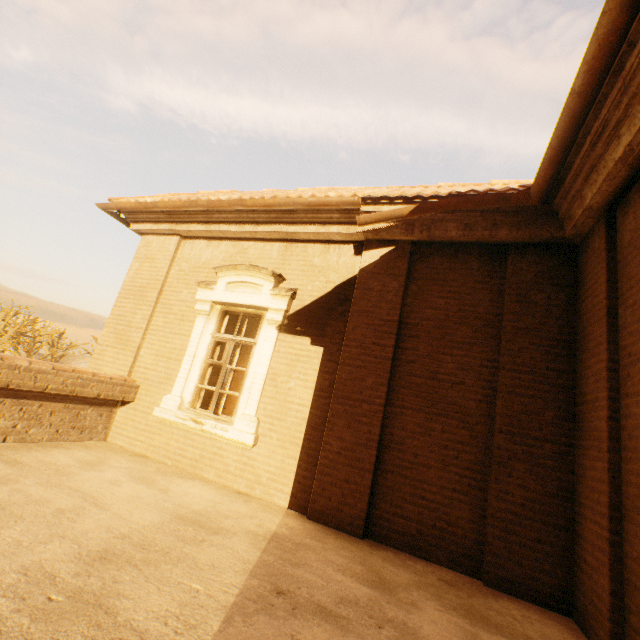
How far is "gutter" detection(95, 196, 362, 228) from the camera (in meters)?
4.90

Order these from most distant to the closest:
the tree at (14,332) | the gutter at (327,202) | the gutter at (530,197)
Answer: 1. the tree at (14,332)
2. the gutter at (327,202)
3. the gutter at (530,197)

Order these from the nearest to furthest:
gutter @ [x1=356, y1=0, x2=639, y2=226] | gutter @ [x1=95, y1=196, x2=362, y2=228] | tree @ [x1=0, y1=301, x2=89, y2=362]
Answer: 1. gutter @ [x1=356, y1=0, x2=639, y2=226]
2. gutter @ [x1=95, y1=196, x2=362, y2=228]
3. tree @ [x1=0, y1=301, x2=89, y2=362]

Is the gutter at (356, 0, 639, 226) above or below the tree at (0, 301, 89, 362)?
above

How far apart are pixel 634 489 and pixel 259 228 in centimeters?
580cm

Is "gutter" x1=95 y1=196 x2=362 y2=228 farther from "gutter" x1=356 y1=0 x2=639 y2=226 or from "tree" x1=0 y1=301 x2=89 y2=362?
"tree" x1=0 y1=301 x2=89 y2=362

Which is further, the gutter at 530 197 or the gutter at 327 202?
the gutter at 327 202

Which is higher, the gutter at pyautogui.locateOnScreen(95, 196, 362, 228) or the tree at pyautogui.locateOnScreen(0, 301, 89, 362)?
the gutter at pyautogui.locateOnScreen(95, 196, 362, 228)
